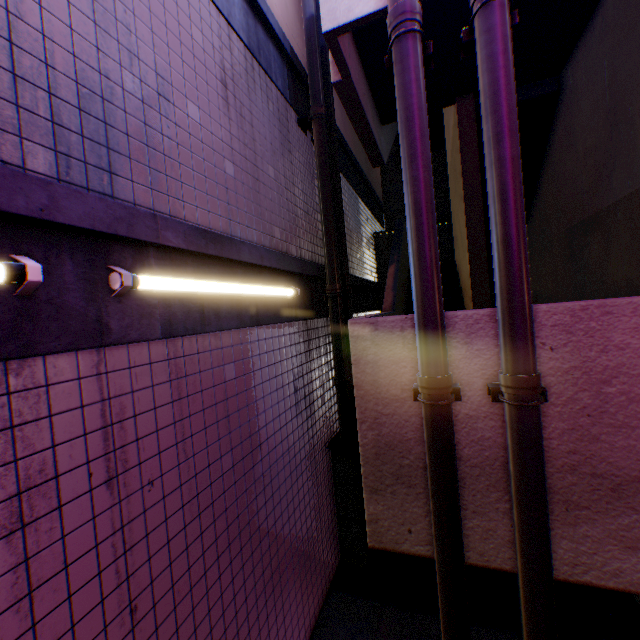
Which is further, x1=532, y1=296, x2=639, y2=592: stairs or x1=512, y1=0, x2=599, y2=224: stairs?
x1=512, y1=0, x2=599, y2=224: stairs

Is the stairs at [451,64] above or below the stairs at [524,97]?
above

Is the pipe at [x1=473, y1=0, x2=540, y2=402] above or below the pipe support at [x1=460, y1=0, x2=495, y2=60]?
below

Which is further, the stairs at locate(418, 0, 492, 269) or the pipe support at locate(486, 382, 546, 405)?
the stairs at locate(418, 0, 492, 269)

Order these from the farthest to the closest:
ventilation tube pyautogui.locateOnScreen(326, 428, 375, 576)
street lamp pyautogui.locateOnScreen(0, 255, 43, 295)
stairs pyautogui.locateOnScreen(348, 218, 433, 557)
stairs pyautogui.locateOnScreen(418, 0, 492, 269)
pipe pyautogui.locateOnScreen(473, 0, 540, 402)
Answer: ventilation tube pyautogui.locateOnScreen(326, 428, 375, 576)
stairs pyautogui.locateOnScreen(418, 0, 492, 269)
stairs pyautogui.locateOnScreen(348, 218, 433, 557)
pipe pyautogui.locateOnScreen(473, 0, 540, 402)
street lamp pyautogui.locateOnScreen(0, 255, 43, 295)

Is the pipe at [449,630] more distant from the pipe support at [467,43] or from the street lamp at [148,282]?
the street lamp at [148,282]

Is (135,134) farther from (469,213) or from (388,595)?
(388,595)

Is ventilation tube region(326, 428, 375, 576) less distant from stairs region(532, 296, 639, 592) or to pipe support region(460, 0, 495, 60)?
stairs region(532, 296, 639, 592)
